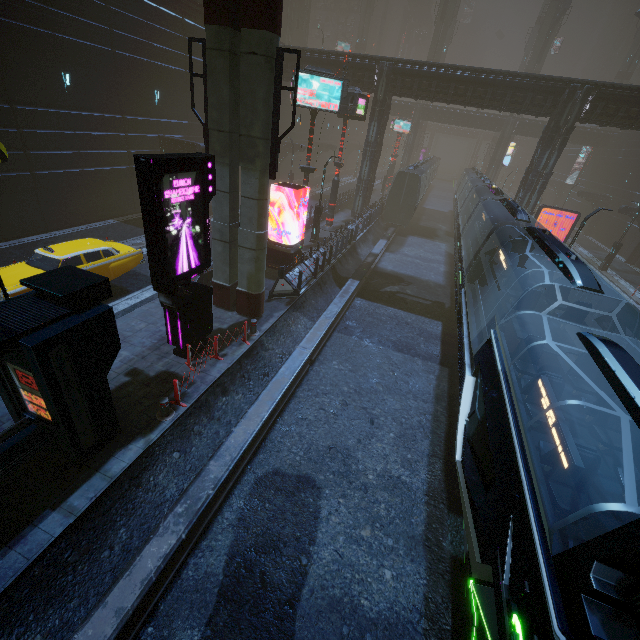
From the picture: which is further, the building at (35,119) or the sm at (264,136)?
the building at (35,119)

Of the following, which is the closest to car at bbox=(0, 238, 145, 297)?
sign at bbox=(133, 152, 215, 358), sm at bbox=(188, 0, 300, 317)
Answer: sm at bbox=(188, 0, 300, 317)

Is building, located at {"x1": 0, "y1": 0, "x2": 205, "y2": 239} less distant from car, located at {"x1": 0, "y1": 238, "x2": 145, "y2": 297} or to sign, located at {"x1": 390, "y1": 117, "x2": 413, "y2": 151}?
sign, located at {"x1": 390, "y1": 117, "x2": 413, "y2": 151}

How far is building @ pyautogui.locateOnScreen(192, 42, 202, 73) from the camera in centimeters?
2303cm

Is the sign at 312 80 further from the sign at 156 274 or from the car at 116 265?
the sign at 156 274

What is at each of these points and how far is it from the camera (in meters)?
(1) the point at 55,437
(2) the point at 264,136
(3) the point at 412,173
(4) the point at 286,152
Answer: (1) building, 6.78
(2) sm, 9.87
(3) train, 28.88
(4) building, 37.53

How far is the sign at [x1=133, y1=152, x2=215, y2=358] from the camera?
7.5 meters

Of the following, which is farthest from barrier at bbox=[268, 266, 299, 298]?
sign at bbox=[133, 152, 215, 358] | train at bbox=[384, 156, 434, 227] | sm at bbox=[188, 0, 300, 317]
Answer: train at bbox=[384, 156, 434, 227]
